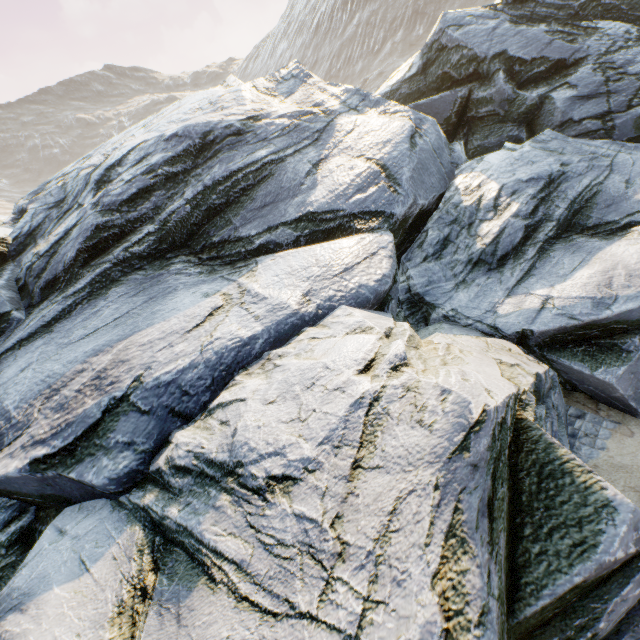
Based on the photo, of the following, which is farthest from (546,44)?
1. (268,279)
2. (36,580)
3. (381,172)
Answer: (36,580)
